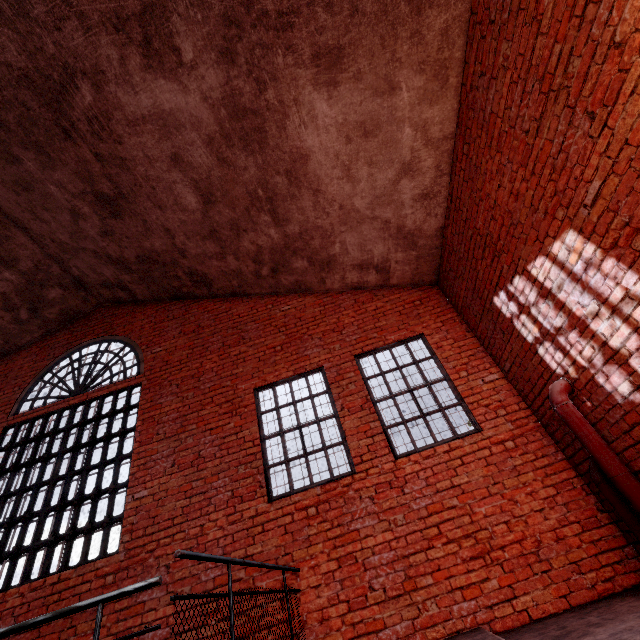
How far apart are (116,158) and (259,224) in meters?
2.5

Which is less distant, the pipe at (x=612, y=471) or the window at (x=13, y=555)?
the pipe at (x=612, y=471)

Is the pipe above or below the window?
below

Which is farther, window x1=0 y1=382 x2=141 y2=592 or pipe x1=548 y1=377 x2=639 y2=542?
window x1=0 y1=382 x2=141 y2=592

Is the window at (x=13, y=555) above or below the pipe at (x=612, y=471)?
above
